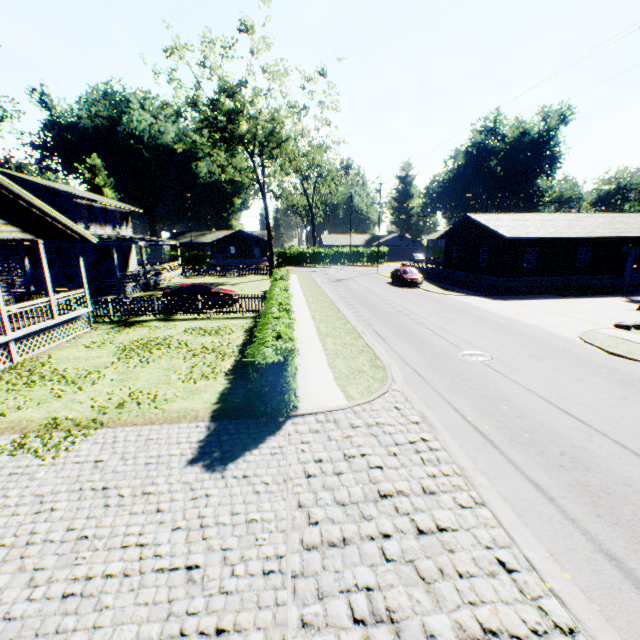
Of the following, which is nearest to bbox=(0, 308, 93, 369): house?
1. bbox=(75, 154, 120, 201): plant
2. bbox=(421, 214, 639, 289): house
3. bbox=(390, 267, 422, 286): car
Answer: bbox=(75, 154, 120, 201): plant

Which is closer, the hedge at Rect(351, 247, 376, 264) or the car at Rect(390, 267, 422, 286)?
the car at Rect(390, 267, 422, 286)

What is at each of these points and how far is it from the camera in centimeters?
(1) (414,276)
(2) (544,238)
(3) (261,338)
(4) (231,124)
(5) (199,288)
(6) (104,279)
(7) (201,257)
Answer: (1) car, 3031cm
(2) house, 2733cm
(3) hedge, 934cm
(4) tree, 2925cm
(5) car, 2128cm
(6) house, 3047cm
(7) hedge, 5578cm

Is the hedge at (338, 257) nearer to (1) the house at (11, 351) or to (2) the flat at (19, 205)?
(2) the flat at (19, 205)

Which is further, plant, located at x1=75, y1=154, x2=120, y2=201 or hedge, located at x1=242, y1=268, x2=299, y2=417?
plant, located at x1=75, y1=154, x2=120, y2=201

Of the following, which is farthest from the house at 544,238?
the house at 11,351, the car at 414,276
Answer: the house at 11,351

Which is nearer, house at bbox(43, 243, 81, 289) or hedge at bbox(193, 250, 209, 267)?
house at bbox(43, 243, 81, 289)

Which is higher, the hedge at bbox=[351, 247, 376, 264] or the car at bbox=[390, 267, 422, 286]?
the hedge at bbox=[351, 247, 376, 264]
